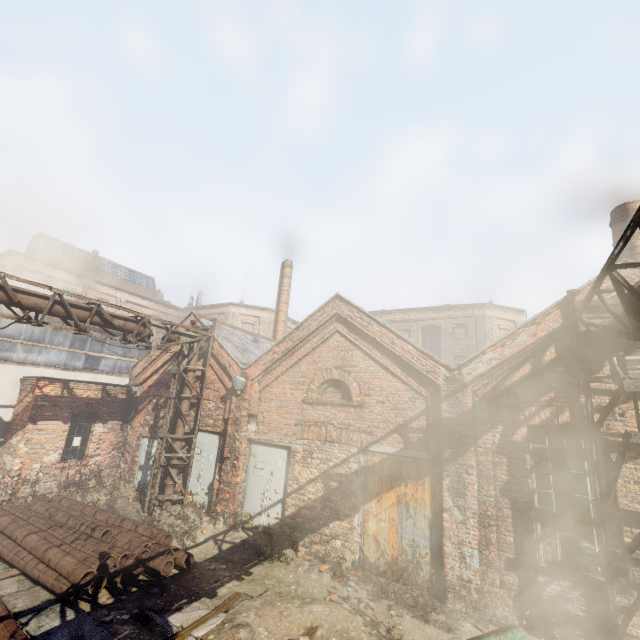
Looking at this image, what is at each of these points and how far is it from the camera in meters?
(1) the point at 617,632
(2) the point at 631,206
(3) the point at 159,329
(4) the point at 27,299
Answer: (1) scaffolding, 5.5
(2) building, 9.1
(3) pipe, 10.9
(4) pipe, 8.0

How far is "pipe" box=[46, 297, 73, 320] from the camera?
8.43m

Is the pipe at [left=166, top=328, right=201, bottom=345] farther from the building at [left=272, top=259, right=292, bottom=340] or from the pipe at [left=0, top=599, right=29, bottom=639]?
the building at [left=272, top=259, right=292, bottom=340]

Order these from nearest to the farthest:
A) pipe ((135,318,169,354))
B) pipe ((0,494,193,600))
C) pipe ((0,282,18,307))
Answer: pipe ((0,494,193,600)), pipe ((0,282,18,307)), pipe ((135,318,169,354))

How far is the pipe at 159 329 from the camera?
10.5 meters

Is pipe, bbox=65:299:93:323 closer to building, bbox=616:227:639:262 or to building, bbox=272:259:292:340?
building, bbox=616:227:639:262

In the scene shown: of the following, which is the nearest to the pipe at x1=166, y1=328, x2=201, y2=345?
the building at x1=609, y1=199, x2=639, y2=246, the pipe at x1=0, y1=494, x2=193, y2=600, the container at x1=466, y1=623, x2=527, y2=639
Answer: the container at x1=466, y1=623, x2=527, y2=639

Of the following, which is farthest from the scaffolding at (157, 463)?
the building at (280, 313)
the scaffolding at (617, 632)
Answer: the scaffolding at (617, 632)
